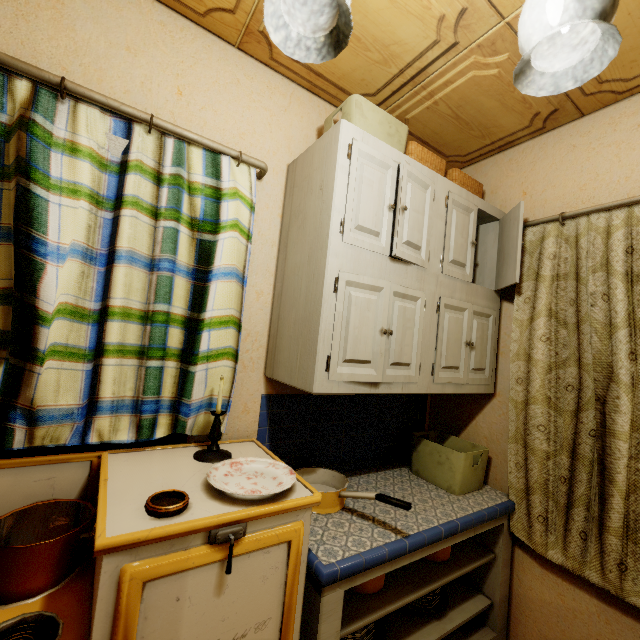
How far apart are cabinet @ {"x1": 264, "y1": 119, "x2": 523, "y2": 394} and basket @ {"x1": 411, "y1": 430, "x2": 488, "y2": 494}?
0.31m

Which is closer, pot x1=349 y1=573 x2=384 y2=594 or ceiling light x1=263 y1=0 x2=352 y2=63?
ceiling light x1=263 y1=0 x2=352 y2=63

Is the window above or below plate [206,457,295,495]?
below

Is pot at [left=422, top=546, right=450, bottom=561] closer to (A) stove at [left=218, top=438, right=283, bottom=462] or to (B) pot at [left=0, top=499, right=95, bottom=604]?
(A) stove at [left=218, top=438, right=283, bottom=462]

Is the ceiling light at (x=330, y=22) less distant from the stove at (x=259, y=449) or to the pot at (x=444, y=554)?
the stove at (x=259, y=449)

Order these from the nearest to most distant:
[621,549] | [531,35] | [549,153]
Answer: [531,35]
[621,549]
[549,153]

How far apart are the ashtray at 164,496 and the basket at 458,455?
1.4 meters

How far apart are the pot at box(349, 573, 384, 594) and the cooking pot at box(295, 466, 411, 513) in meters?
0.2
